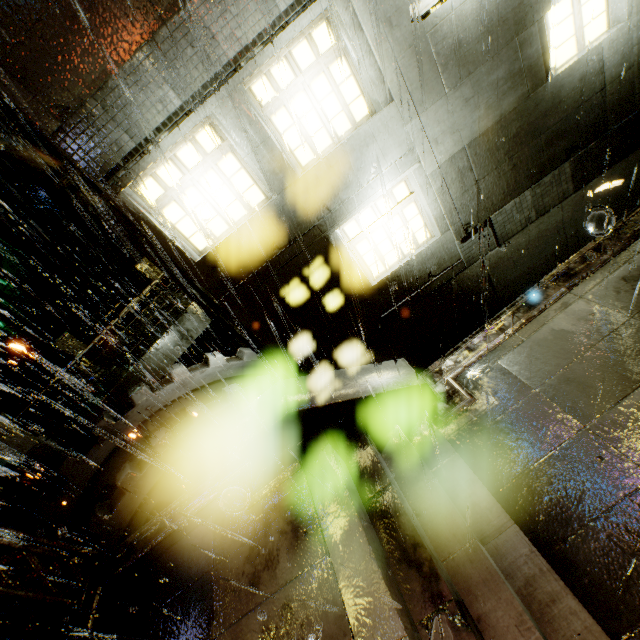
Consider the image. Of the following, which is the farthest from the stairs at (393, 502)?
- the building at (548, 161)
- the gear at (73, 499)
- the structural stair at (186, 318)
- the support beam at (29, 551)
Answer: the structural stair at (186, 318)

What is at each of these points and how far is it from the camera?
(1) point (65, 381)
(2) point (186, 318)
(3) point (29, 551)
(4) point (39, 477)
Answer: (1) structural stair, 12.17m
(2) structural stair, 10.23m
(3) support beam, 6.25m
(4) structural stair, 8.27m

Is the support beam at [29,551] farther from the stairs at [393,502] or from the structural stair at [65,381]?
the stairs at [393,502]

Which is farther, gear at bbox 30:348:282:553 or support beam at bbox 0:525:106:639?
gear at bbox 30:348:282:553

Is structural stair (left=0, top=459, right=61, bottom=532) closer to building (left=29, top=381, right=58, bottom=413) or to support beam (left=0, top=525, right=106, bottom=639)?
building (left=29, top=381, right=58, bottom=413)

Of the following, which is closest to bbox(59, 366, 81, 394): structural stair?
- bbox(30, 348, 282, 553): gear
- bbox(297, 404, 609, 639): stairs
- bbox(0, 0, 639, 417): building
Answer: bbox(0, 0, 639, 417): building

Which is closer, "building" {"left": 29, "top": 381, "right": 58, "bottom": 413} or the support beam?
the support beam

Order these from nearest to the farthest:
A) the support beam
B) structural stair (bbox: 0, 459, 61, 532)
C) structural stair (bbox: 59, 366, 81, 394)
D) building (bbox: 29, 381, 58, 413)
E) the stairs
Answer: the stairs < the support beam < structural stair (bbox: 0, 459, 61, 532) < structural stair (bbox: 59, 366, 81, 394) < building (bbox: 29, 381, 58, 413)
